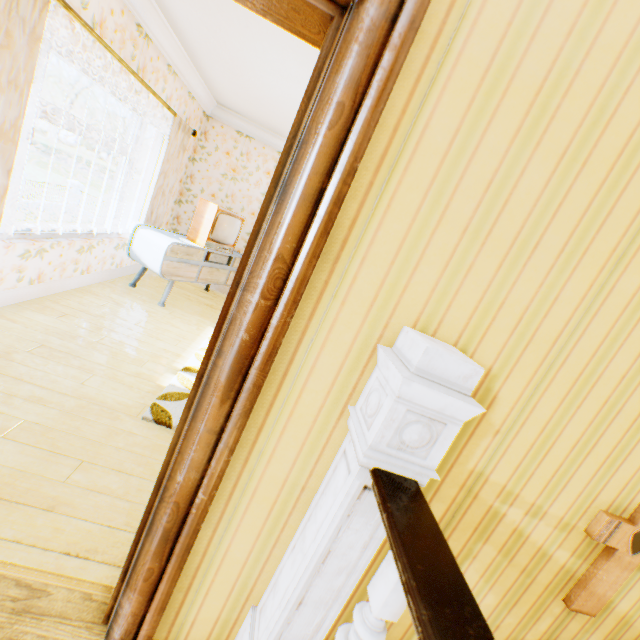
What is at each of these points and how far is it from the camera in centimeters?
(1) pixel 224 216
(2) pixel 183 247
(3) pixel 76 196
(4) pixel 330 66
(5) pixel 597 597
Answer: (1) tv, 489cm
(2) cabinet, 443cm
(3) fence column, 2456cm
(4) building, 81cm
(5) crucifix, 139cm

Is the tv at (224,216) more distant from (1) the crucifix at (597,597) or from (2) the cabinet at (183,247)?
(1) the crucifix at (597,597)

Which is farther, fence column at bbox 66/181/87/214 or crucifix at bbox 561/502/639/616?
fence column at bbox 66/181/87/214

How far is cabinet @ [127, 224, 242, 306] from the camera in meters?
4.3

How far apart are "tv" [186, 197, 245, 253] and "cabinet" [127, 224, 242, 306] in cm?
7

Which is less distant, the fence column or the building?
the building

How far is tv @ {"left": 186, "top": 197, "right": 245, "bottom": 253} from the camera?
A: 4.80m

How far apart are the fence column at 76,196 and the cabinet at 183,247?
26.4 meters
